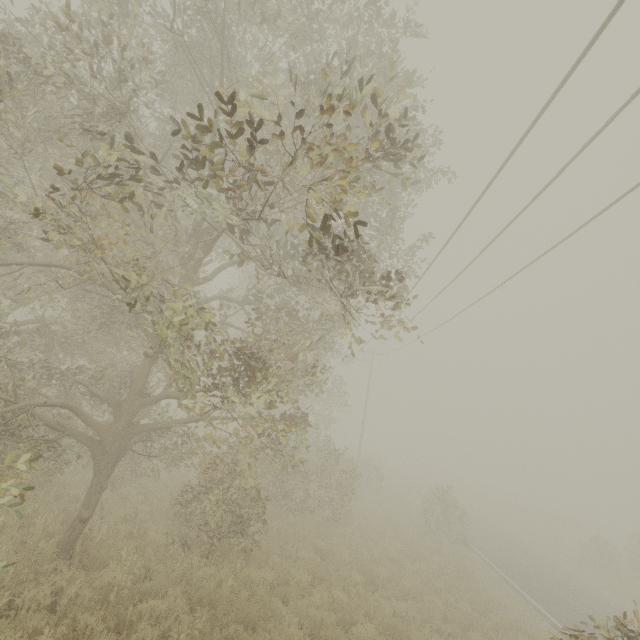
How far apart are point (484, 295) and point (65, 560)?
14.1m

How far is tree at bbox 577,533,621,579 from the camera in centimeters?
2258cm

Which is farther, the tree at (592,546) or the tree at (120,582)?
the tree at (592,546)

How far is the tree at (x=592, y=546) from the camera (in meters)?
22.58

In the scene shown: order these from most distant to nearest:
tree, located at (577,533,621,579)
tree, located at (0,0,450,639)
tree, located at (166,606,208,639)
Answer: tree, located at (577,533,621,579)
tree, located at (166,606,208,639)
tree, located at (0,0,450,639)

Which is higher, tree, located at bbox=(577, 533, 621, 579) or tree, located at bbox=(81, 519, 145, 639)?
tree, located at bbox=(577, 533, 621, 579)

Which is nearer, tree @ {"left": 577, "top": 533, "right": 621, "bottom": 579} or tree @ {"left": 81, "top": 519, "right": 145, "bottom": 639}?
tree @ {"left": 81, "top": 519, "right": 145, "bottom": 639}
